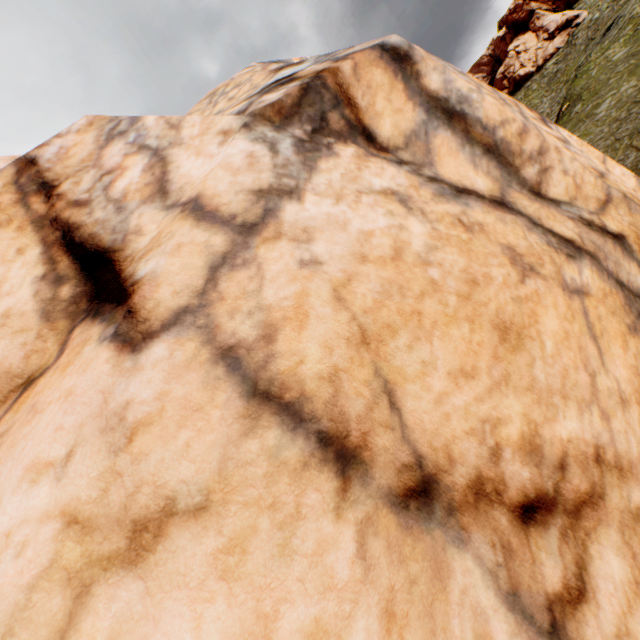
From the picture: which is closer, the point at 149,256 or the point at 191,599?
the point at 191,599
